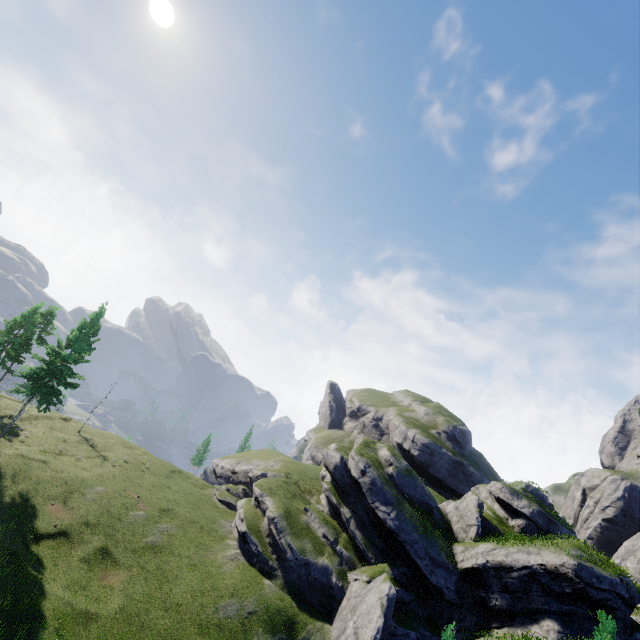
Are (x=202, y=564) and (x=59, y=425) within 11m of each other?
no
